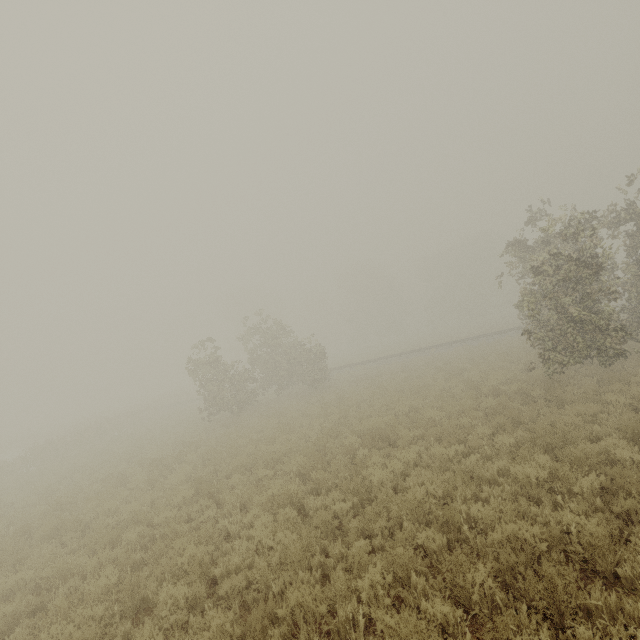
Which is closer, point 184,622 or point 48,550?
point 184,622
